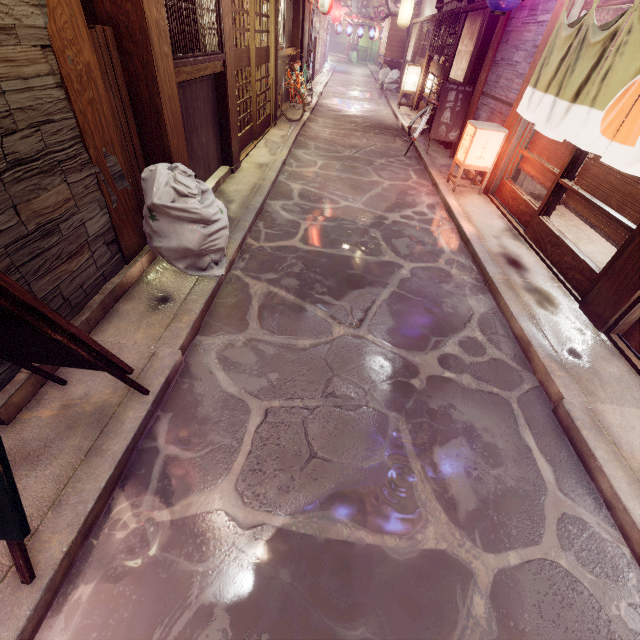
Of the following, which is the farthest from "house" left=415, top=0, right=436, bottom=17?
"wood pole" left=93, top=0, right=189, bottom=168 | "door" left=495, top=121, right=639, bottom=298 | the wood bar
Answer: the wood bar

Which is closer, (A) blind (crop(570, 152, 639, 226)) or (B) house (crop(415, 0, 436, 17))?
(A) blind (crop(570, 152, 639, 226))

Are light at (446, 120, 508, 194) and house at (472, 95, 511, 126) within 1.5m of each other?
yes

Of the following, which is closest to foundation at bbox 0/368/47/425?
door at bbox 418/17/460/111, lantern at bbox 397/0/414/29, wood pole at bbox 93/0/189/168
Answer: wood pole at bbox 93/0/189/168

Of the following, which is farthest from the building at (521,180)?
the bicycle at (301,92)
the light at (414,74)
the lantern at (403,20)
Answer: the lantern at (403,20)

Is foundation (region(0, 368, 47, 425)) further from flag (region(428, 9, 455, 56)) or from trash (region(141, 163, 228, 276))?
flag (region(428, 9, 455, 56))

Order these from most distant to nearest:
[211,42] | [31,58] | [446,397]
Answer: [211,42] < [446,397] < [31,58]

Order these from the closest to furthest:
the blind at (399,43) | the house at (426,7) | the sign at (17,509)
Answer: the sign at (17,509) < the house at (426,7) < the blind at (399,43)
